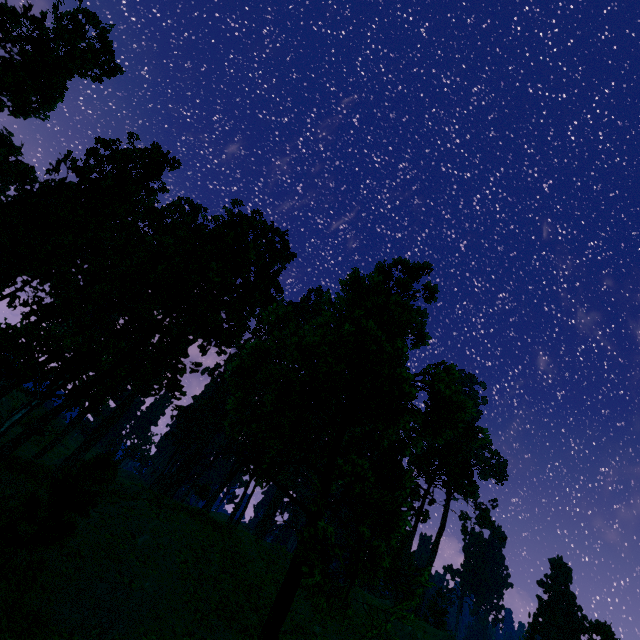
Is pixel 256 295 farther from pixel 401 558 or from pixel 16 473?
pixel 401 558

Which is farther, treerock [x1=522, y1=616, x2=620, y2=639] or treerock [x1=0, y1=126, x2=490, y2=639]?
treerock [x1=522, y1=616, x2=620, y2=639]

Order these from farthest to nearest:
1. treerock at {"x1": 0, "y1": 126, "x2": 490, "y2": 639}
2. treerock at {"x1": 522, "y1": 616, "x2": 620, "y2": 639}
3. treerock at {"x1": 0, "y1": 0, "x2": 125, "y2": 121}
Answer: treerock at {"x1": 522, "y1": 616, "x2": 620, "y2": 639} → treerock at {"x1": 0, "y1": 0, "x2": 125, "y2": 121} → treerock at {"x1": 0, "y1": 126, "x2": 490, "y2": 639}

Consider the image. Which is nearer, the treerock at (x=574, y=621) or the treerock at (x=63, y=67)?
the treerock at (x=63, y=67)

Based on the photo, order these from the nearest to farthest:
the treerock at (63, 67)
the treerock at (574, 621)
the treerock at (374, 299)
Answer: the treerock at (374, 299)
the treerock at (63, 67)
the treerock at (574, 621)
